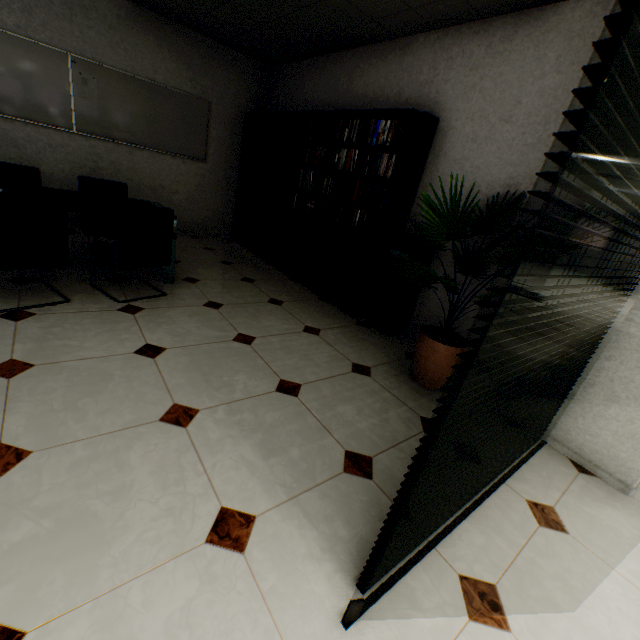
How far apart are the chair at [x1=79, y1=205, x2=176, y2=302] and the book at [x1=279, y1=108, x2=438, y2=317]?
1.84m

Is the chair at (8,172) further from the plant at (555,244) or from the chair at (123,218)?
the plant at (555,244)

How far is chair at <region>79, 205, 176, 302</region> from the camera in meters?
2.7 m

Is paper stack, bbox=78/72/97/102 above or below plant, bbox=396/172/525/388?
above

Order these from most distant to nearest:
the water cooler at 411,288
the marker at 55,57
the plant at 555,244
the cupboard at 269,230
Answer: the cupboard at 269,230, the marker at 55,57, the water cooler at 411,288, the plant at 555,244

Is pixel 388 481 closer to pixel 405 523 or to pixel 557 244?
pixel 405 523

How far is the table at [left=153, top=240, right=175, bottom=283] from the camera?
3.5m

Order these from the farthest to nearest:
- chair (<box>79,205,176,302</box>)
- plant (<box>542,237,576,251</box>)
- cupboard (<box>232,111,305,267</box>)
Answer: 1. cupboard (<box>232,111,305,267</box>)
2. chair (<box>79,205,176,302</box>)
3. plant (<box>542,237,576,251</box>)
